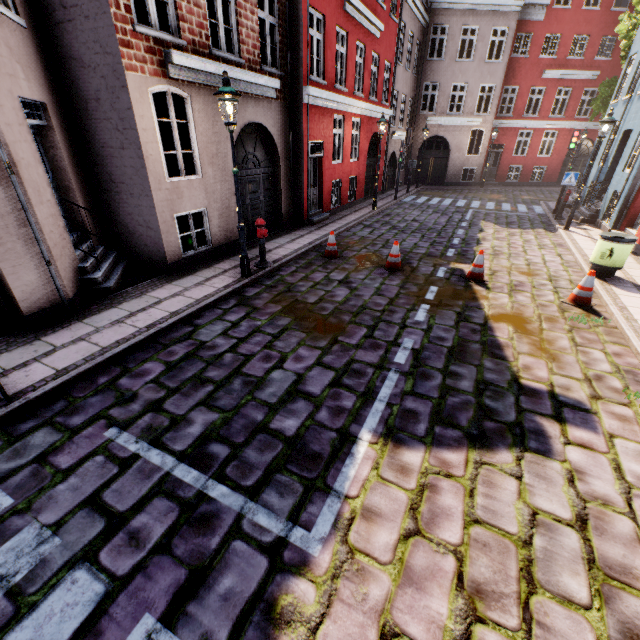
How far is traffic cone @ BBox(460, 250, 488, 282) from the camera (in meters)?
7.86

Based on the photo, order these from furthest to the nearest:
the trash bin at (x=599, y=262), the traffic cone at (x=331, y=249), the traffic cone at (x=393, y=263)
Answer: the traffic cone at (x=331, y=249) < the traffic cone at (x=393, y=263) < the trash bin at (x=599, y=262)

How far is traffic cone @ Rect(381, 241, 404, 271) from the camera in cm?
845

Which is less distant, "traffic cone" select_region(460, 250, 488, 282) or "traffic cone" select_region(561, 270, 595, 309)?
"traffic cone" select_region(561, 270, 595, 309)

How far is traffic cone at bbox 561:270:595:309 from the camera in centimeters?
670cm

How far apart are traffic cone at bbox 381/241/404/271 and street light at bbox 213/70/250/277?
3.6 meters

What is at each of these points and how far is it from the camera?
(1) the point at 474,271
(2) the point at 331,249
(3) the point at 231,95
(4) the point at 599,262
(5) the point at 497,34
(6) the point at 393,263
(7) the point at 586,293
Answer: (1) traffic cone, 7.98m
(2) traffic cone, 9.38m
(3) street light, 5.91m
(4) trash bin, 8.04m
(5) building, 20.97m
(6) traffic cone, 8.55m
(7) traffic cone, 6.77m

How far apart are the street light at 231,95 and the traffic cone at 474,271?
5.4m
